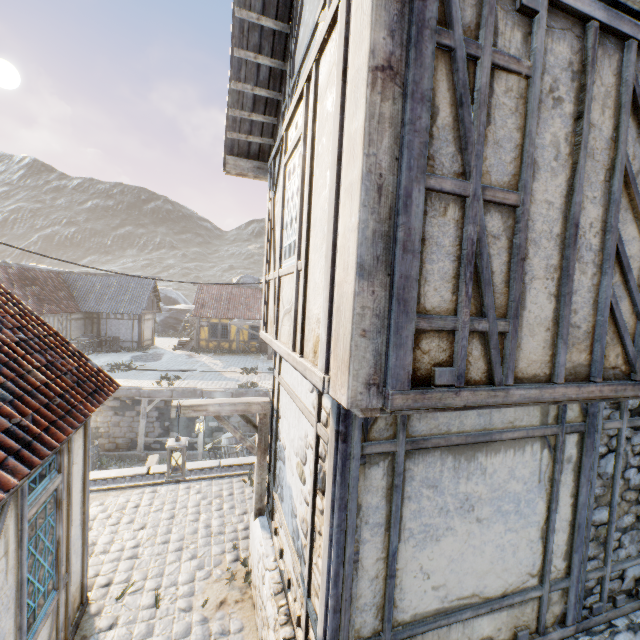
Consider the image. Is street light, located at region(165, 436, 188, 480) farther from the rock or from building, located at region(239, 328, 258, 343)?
the rock

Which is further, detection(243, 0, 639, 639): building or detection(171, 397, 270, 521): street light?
detection(171, 397, 270, 521): street light

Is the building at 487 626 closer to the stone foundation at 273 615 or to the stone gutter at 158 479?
the stone foundation at 273 615

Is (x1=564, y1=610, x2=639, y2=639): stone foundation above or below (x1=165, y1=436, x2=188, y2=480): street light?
below

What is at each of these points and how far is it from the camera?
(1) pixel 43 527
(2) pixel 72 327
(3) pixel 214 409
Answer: (1) building, 3.4m
(2) building, 23.7m
(3) street light, 5.0m

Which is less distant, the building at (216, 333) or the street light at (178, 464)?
the street light at (178, 464)

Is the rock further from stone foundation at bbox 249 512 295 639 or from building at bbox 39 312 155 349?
stone foundation at bbox 249 512 295 639

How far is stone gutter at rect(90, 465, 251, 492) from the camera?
7.59m
